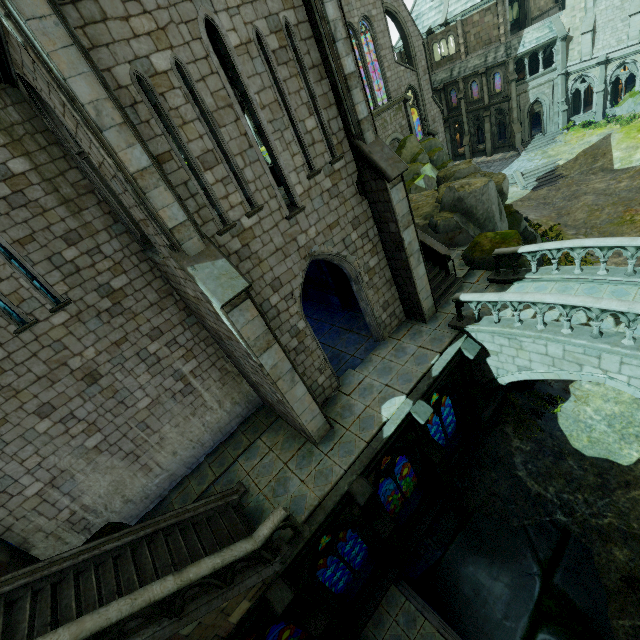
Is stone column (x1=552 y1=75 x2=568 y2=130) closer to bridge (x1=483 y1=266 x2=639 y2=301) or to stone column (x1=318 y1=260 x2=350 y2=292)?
bridge (x1=483 y1=266 x2=639 y2=301)

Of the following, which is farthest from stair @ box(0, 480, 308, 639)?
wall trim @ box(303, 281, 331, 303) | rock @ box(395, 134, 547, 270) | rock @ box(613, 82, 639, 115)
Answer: rock @ box(613, 82, 639, 115)

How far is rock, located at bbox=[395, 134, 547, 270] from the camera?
14.7m

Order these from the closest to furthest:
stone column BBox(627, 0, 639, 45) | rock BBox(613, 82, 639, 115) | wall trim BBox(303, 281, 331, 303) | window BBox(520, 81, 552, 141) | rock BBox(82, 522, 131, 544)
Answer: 1. rock BBox(82, 522, 131, 544)
2. wall trim BBox(303, 281, 331, 303)
3. stone column BBox(627, 0, 639, 45)
4. rock BBox(613, 82, 639, 115)
5. window BBox(520, 81, 552, 141)

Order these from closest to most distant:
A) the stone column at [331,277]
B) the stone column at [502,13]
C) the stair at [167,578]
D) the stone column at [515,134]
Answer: the stair at [167,578]
the stone column at [331,277]
the stone column at [502,13]
the stone column at [515,134]

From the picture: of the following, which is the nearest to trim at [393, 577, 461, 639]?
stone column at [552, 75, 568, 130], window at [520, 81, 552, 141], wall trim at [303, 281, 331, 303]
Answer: wall trim at [303, 281, 331, 303]

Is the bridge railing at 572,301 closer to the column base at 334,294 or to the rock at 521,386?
the rock at 521,386

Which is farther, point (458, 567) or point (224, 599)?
point (458, 567)
